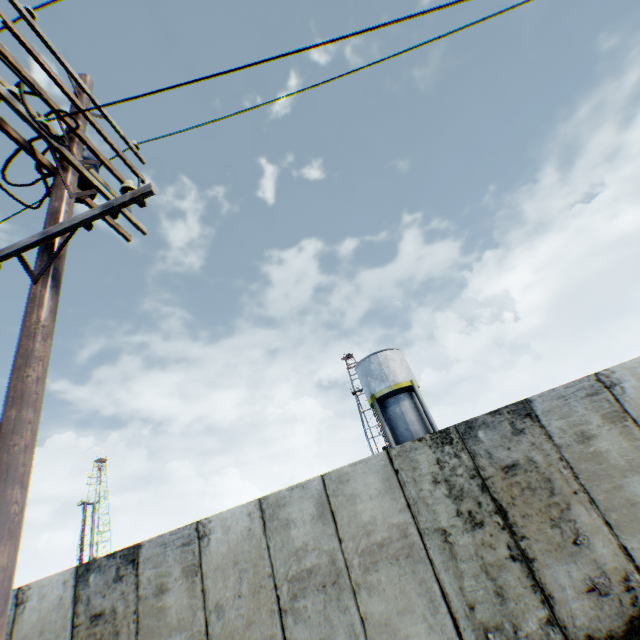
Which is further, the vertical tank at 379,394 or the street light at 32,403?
the vertical tank at 379,394

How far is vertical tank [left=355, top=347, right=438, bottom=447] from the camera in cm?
2225

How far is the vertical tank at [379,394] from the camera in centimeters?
2225cm

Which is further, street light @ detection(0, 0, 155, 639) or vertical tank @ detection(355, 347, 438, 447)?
vertical tank @ detection(355, 347, 438, 447)

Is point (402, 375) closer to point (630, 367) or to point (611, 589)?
point (630, 367)
